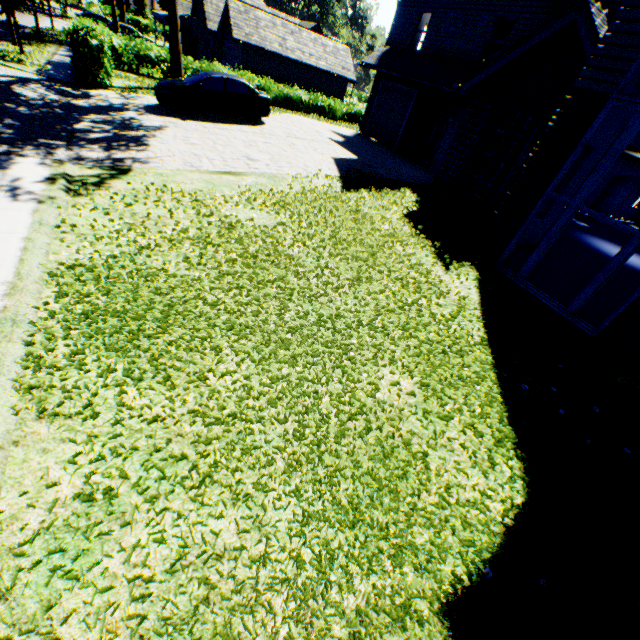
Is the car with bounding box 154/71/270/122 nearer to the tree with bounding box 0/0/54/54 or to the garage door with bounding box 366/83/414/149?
the tree with bounding box 0/0/54/54

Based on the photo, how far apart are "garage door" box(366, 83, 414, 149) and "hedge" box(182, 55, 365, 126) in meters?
8.9

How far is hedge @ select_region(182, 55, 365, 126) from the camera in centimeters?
2242cm

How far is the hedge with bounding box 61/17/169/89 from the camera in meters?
13.8 m

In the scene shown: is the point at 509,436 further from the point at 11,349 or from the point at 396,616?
the point at 11,349

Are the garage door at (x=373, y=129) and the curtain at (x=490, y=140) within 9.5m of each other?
yes

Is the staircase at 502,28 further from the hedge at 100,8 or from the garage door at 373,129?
the hedge at 100,8

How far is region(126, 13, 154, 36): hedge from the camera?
47.42m
